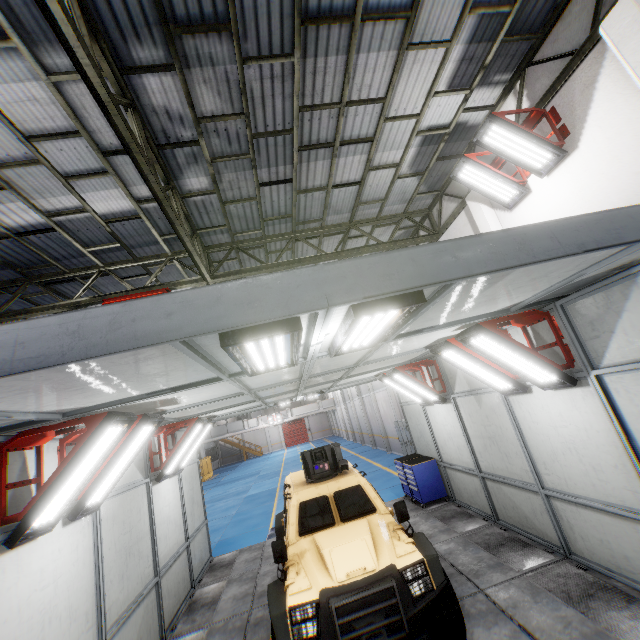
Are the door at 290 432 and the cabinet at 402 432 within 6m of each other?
no

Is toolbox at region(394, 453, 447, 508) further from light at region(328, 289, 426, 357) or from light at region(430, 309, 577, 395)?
light at region(328, 289, 426, 357)

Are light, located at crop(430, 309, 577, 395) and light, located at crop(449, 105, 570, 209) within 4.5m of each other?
yes

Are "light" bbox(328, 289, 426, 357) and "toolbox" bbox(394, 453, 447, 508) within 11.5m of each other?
yes

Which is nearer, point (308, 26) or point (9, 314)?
point (308, 26)

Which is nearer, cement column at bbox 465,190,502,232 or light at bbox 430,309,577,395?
light at bbox 430,309,577,395

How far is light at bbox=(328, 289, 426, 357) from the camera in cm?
246

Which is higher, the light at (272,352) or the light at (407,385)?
the light at (272,352)
